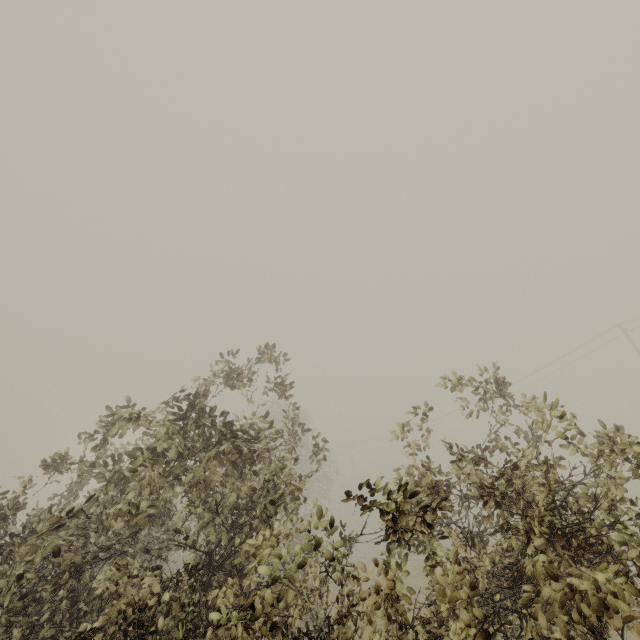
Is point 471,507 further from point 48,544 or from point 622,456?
point 48,544
